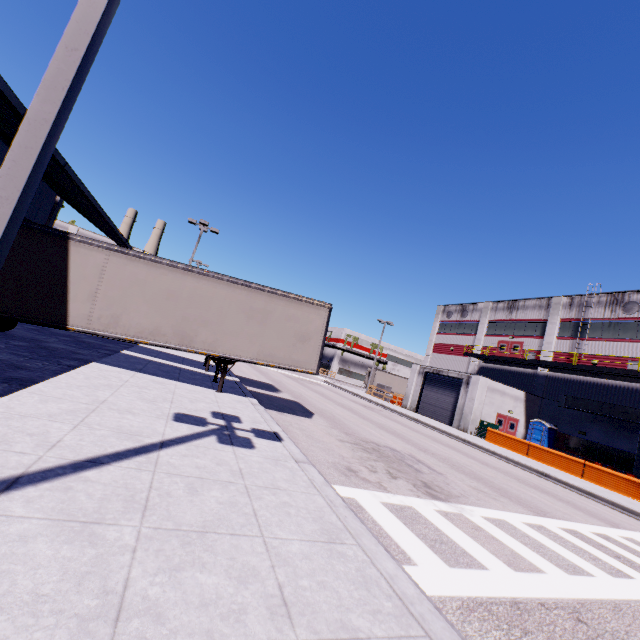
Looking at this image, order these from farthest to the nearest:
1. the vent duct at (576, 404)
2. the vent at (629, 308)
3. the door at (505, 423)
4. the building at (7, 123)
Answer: the door at (505, 423) → the vent at (629, 308) → the vent duct at (576, 404) → the building at (7, 123)

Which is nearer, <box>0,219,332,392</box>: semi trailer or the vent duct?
<box>0,219,332,392</box>: semi trailer

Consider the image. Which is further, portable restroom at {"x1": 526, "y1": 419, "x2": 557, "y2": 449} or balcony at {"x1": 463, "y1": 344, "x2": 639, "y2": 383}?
portable restroom at {"x1": 526, "y1": 419, "x2": 557, "y2": 449}

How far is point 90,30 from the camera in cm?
273

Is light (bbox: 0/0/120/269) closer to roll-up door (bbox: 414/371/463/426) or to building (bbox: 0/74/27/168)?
building (bbox: 0/74/27/168)

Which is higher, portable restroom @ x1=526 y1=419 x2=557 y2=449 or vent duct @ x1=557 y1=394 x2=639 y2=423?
vent duct @ x1=557 y1=394 x2=639 y2=423

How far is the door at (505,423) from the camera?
27.92m

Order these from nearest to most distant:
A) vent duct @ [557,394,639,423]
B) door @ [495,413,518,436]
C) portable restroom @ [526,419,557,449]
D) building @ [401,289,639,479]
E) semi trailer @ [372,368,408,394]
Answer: vent duct @ [557,394,639,423]
building @ [401,289,639,479]
portable restroom @ [526,419,557,449]
door @ [495,413,518,436]
semi trailer @ [372,368,408,394]
